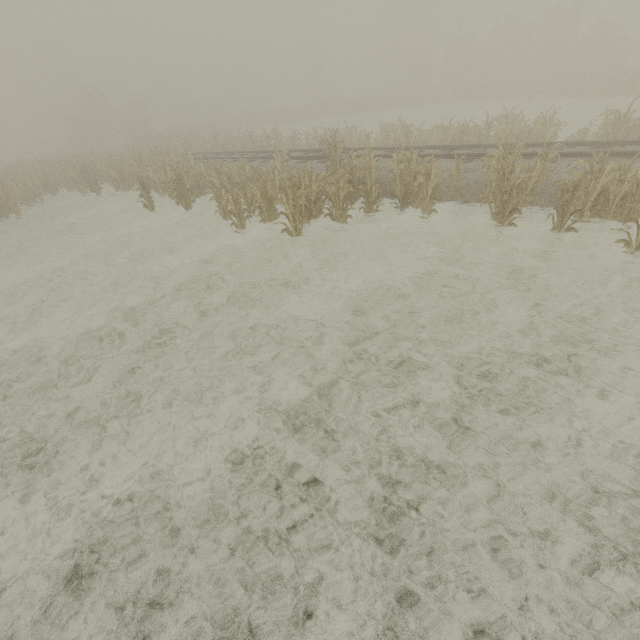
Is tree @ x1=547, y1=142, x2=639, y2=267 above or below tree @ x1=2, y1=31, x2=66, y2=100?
below

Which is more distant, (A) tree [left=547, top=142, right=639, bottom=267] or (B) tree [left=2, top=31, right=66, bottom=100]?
(B) tree [left=2, top=31, right=66, bottom=100]

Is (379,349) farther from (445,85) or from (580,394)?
(445,85)

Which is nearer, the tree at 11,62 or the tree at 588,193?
the tree at 588,193

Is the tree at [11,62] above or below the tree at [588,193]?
above
